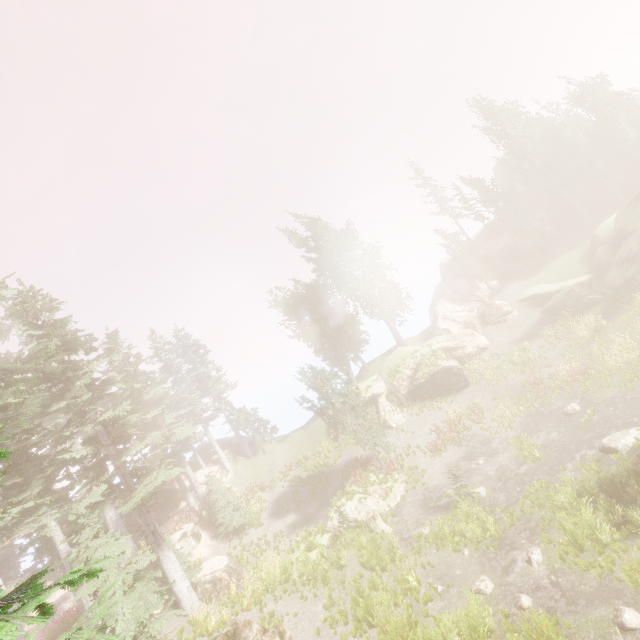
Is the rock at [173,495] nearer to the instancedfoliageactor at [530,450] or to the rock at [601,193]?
the instancedfoliageactor at [530,450]

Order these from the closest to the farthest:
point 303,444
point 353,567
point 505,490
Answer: point 353,567
point 505,490
point 303,444

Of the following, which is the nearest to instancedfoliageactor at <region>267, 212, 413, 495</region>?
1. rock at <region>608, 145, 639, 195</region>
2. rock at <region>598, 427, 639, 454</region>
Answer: rock at <region>608, 145, 639, 195</region>

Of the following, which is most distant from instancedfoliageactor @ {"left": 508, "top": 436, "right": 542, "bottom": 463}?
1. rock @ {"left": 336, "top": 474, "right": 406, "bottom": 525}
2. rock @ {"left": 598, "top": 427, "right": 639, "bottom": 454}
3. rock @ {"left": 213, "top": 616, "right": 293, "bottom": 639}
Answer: rock @ {"left": 598, "top": 427, "right": 639, "bottom": 454}

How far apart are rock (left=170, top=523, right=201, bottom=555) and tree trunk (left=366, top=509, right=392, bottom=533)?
13.1 meters

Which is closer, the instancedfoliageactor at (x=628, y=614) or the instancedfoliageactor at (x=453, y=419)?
the instancedfoliageactor at (x=628, y=614)

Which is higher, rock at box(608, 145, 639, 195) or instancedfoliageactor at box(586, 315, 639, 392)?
rock at box(608, 145, 639, 195)

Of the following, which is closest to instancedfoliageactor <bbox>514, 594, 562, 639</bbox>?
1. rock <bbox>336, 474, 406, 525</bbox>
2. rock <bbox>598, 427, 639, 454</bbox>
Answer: rock <bbox>336, 474, 406, 525</bbox>
